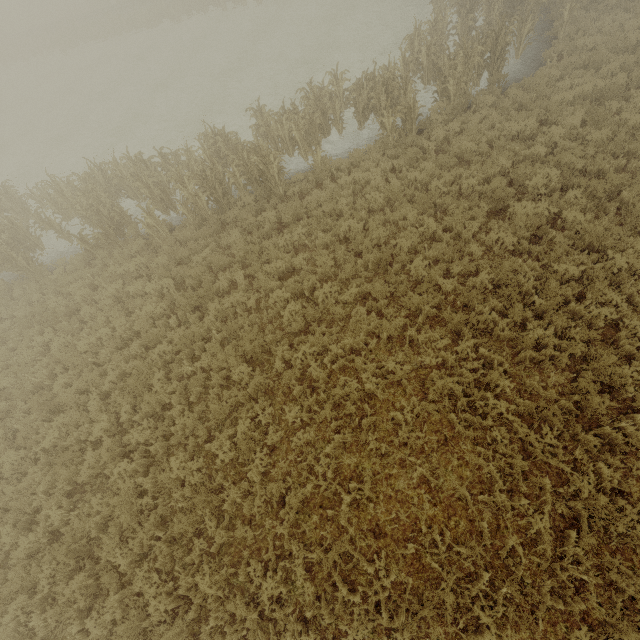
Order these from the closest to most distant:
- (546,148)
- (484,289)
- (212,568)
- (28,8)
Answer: (212,568) → (484,289) → (546,148) → (28,8)
